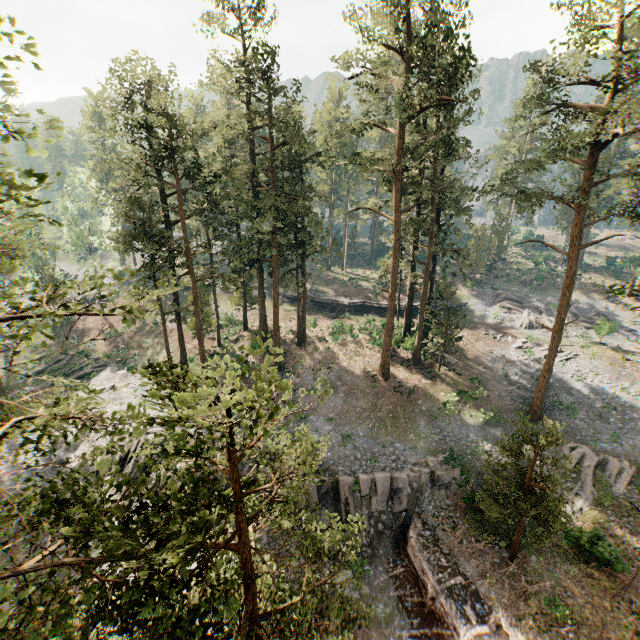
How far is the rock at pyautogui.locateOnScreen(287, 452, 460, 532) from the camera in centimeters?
2175cm

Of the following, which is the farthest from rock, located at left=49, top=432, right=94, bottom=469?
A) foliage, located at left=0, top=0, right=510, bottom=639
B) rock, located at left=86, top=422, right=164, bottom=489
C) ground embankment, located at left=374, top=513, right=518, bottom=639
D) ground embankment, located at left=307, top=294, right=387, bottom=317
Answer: ground embankment, located at left=307, top=294, right=387, bottom=317

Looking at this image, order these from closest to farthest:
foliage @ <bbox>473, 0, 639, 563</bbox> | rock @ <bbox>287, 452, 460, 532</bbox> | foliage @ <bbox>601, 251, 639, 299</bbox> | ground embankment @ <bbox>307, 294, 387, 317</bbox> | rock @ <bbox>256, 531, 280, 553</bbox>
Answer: foliage @ <bbox>473, 0, 639, 563</bbox>
foliage @ <bbox>601, 251, 639, 299</bbox>
rock @ <bbox>256, 531, 280, 553</bbox>
rock @ <bbox>287, 452, 460, 532</bbox>
ground embankment @ <bbox>307, 294, 387, 317</bbox>

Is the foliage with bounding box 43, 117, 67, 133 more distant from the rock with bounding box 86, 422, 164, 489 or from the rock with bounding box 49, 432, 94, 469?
the rock with bounding box 49, 432, 94, 469

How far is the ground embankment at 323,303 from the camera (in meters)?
46.12

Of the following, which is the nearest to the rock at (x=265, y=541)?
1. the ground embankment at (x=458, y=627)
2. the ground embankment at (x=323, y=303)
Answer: the ground embankment at (x=458, y=627)

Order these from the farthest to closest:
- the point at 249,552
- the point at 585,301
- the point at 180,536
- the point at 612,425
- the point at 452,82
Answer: the point at 585,301 < the point at 612,425 < the point at 452,82 < the point at 249,552 < the point at 180,536

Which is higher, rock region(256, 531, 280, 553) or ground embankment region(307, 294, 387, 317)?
ground embankment region(307, 294, 387, 317)
